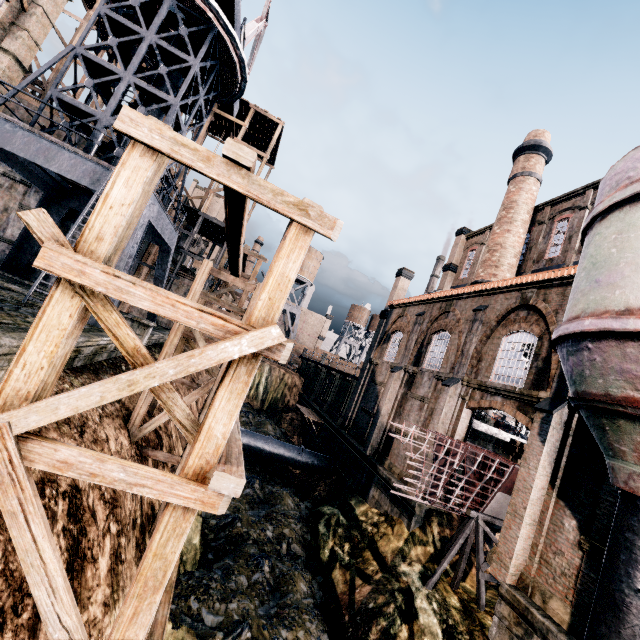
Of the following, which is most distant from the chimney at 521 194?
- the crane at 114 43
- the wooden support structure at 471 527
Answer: the crane at 114 43

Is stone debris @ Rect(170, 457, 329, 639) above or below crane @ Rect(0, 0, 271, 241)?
below

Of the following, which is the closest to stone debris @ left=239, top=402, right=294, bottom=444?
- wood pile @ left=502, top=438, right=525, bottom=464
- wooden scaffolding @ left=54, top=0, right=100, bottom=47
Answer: wooden scaffolding @ left=54, top=0, right=100, bottom=47

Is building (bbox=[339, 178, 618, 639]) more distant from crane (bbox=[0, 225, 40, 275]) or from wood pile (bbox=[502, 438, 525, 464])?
wood pile (bbox=[502, 438, 525, 464])

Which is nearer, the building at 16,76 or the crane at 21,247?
the building at 16,76

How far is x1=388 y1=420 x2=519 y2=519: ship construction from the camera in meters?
13.8

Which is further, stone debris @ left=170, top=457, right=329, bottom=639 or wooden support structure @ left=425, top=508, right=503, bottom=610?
wooden support structure @ left=425, top=508, right=503, bottom=610

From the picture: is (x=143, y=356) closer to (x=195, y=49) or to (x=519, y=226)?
(x=195, y=49)
